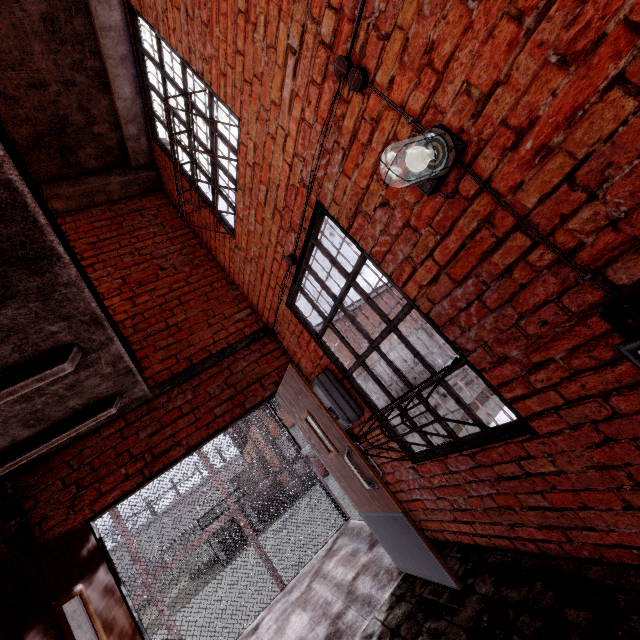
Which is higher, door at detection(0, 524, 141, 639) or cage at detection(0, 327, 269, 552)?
cage at detection(0, 327, 269, 552)

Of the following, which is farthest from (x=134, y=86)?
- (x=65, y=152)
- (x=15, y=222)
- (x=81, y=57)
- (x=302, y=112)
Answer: (x=15, y=222)

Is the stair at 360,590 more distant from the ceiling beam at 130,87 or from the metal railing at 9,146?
the ceiling beam at 130,87

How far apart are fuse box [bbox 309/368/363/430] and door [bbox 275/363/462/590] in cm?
17

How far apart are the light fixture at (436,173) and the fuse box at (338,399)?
2.12m

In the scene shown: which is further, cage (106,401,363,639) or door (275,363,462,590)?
cage (106,401,363,639)

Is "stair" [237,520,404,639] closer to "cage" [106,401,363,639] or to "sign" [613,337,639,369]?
"cage" [106,401,363,639]

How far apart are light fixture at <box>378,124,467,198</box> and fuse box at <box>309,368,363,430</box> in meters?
2.1 m
